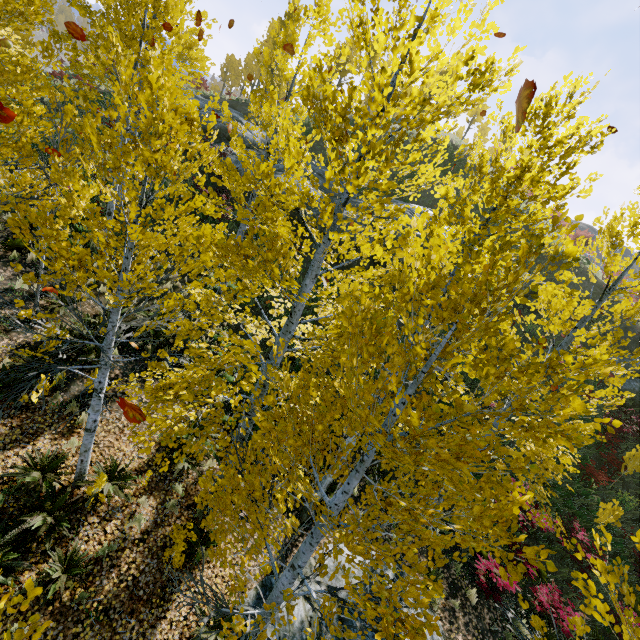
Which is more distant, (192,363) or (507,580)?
(507,580)

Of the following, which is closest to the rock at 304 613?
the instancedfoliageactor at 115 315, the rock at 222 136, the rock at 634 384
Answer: the instancedfoliageactor at 115 315

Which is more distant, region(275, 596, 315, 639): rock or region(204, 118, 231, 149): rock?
region(204, 118, 231, 149): rock

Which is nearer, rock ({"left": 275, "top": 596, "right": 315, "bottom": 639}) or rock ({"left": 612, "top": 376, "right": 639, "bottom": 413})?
rock ({"left": 275, "top": 596, "right": 315, "bottom": 639})

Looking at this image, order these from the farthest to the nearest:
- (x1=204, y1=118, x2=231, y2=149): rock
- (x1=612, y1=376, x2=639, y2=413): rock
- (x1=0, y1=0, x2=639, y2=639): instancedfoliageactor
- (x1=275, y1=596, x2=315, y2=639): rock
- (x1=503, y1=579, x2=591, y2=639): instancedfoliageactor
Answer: (x1=204, y1=118, x2=231, y2=149): rock
(x1=612, y1=376, x2=639, y2=413): rock
(x1=275, y1=596, x2=315, y2=639): rock
(x1=503, y1=579, x2=591, y2=639): instancedfoliageactor
(x1=0, y1=0, x2=639, y2=639): instancedfoliageactor

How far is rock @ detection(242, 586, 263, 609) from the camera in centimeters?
648cm

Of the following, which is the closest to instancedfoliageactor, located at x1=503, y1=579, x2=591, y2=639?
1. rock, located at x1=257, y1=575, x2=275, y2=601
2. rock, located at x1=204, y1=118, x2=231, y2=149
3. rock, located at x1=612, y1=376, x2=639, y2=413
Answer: rock, located at x1=257, y1=575, x2=275, y2=601
